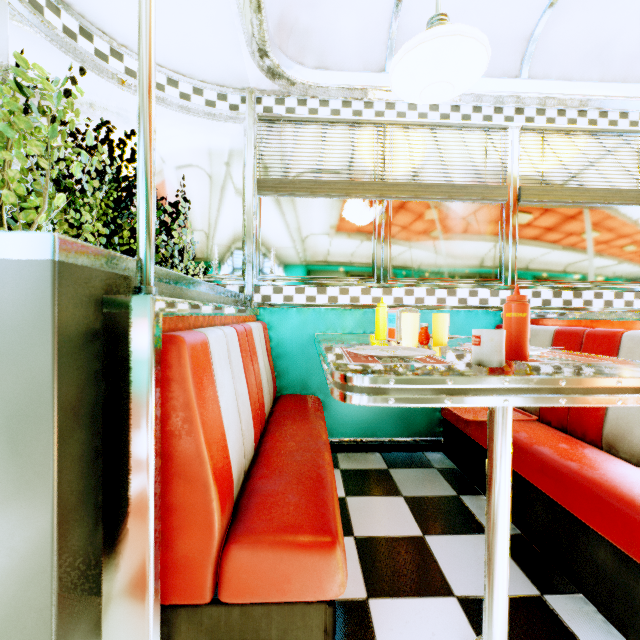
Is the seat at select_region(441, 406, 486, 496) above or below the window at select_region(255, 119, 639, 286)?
below

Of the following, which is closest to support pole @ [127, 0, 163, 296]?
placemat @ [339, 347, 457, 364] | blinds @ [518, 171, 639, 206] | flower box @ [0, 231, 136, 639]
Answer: flower box @ [0, 231, 136, 639]

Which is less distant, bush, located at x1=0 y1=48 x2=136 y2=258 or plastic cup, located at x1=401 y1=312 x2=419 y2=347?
bush, located at x1=0 y1=48 x2=136 y2=258

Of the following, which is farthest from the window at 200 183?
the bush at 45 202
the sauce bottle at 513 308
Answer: the sauce bottle at 513 308

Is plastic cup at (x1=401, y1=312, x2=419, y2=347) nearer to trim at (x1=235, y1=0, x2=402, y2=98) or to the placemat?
the placemat

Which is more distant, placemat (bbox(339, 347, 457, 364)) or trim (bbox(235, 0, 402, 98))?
trim (bbox(235, 0, 402, 98))

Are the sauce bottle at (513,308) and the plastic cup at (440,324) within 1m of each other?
yes

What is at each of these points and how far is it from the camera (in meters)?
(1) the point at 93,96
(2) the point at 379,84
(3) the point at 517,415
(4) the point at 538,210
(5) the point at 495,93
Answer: (1) window, 1.92
(2) trim, 2.29
(3) food tray, 1.88
(4) window, 2.52
(5) trim, 2.34
